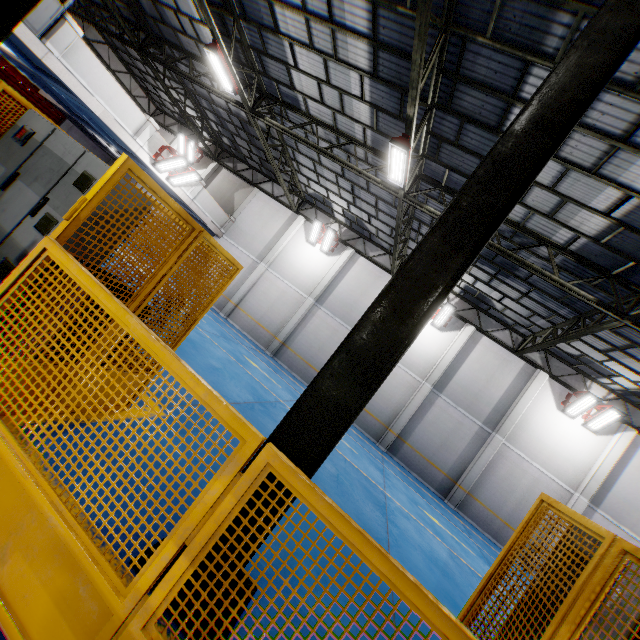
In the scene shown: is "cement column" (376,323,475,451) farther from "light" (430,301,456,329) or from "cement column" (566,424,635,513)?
"cement column" (566,424,635,513)

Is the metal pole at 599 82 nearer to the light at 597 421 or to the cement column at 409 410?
the cement column at 409 410

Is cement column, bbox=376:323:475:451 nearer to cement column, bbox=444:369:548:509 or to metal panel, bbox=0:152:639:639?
cement column, bbox=444:369:548:509

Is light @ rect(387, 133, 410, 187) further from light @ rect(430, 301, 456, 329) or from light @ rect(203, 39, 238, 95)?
light @ rect(430, 301, 456, 329)

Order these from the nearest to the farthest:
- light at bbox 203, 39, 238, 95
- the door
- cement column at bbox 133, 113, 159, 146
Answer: light at bbox 203, 39, 238, 95, cement column at bbox 133, 113, 159, 146, the door

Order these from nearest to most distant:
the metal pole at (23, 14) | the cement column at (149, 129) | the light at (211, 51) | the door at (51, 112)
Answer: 1. the metal pole at (23, 14)
2. the light at (211, 51)
3. the cement column at (149, 129)
4. the door at (51, 112)

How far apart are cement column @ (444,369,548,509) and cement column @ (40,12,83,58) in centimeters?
2236cm

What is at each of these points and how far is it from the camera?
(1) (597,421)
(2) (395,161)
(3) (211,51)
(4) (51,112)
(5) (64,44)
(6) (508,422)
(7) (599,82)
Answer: (1) light, 14.70m
(2) light, 9.37m
(3) light, 10.73m
(4) door, 20.31m
(5) cement column, 10.14m
(6) cement column, 15.58m
(7) metal pole, 2.69m
